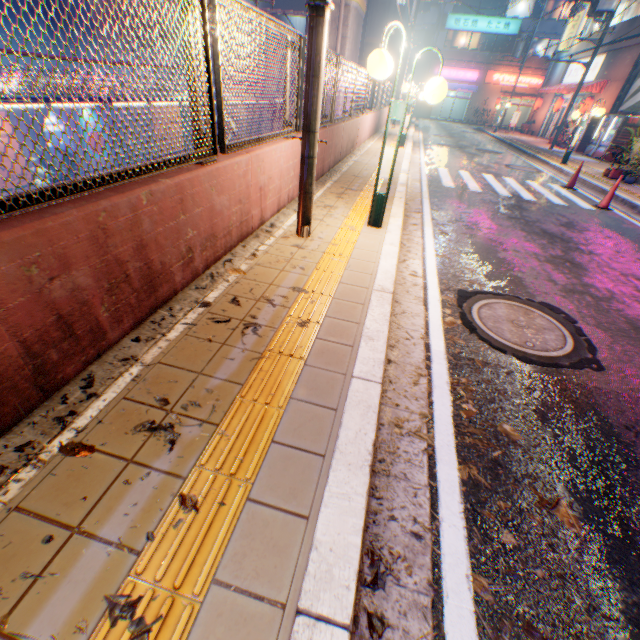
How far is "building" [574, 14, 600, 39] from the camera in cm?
2428

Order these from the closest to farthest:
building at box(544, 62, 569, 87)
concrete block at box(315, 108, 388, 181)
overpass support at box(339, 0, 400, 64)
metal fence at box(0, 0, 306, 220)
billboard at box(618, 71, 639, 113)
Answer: metal fence at box(0, 0, 306, 220), concrete block at box(315, 108, 388, 181), overpass support at box(339, 0, 400, 64), billboard at box(618, 71, 639, 113), building at box(544, 62, 569, 87)

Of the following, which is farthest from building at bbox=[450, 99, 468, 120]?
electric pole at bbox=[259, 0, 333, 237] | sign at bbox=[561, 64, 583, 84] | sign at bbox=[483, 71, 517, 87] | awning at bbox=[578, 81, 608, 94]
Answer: electric pole at bbox=[259, 0, 333, 237]

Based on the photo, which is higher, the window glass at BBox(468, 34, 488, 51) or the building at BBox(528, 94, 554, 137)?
the window glass at BBox(468, 34, 488, 51)

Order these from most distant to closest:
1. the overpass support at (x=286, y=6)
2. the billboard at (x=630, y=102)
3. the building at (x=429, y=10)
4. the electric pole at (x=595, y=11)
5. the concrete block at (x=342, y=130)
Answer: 1. the building at (x=429, y=10)
2. the overpass support at (x=286, y=6)
3. the billboard at (x=630, y=102)
4. the electric pole at (x=595, y=11)
5. the concrete block at (x=342, y=130)

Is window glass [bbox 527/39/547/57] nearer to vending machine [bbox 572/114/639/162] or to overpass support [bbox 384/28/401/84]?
overpass support [bbox 384/28/401/84]

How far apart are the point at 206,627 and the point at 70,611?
0.53m

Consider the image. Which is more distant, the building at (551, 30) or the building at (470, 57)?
the building at (470, 57)
